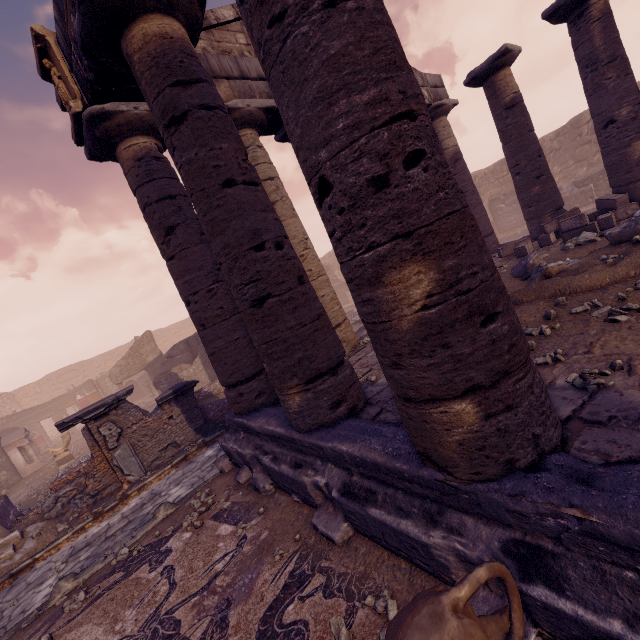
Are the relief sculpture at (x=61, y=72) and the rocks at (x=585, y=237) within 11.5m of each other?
yes

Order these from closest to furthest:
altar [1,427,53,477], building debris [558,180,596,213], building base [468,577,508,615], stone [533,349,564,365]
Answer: building base [468,577,508,615] → stone [533,349,564,365] → altar [1,427,53,477] → building debris [558,180,596,213]

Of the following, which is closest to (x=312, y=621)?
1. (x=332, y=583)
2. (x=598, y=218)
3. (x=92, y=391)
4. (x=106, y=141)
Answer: (x=332, y=583)

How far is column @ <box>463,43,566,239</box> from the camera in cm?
943

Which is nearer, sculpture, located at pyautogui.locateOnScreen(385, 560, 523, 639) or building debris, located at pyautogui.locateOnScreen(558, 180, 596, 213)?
sculpture, located at pyautogui.locateOnScreen(385, 560, 523, 639)

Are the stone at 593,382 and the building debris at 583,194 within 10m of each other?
no

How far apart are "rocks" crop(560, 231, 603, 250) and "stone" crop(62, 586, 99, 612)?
10.7 meters

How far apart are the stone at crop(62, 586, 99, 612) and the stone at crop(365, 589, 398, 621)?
4.1m
